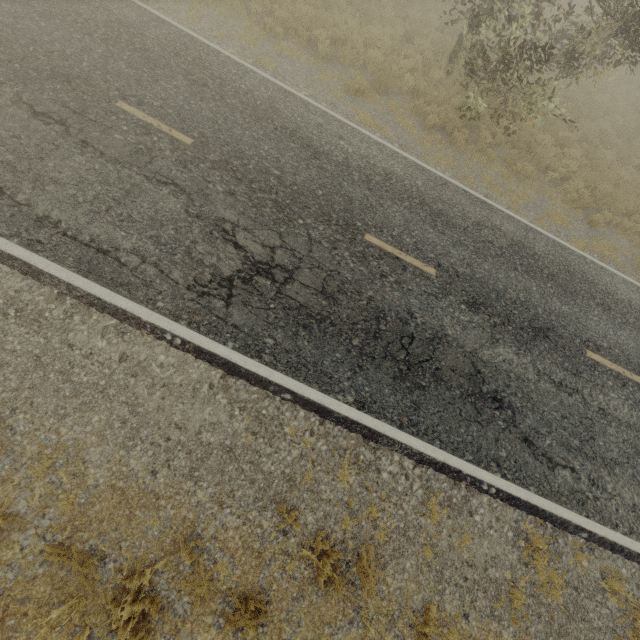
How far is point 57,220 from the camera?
5.2m
